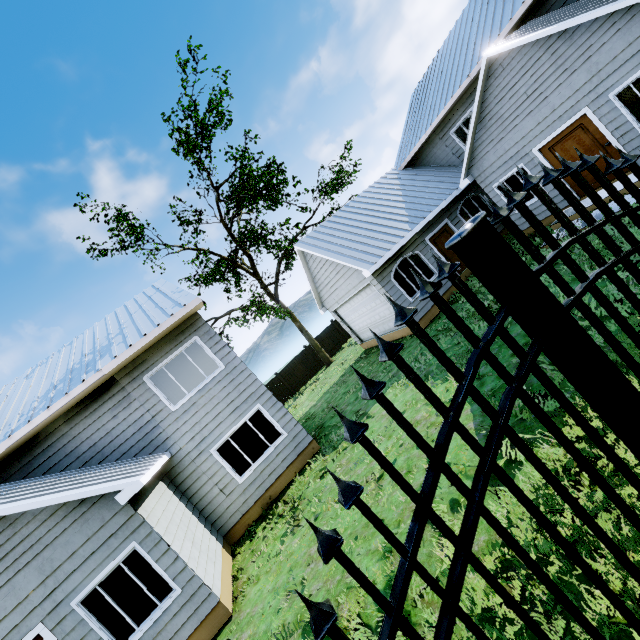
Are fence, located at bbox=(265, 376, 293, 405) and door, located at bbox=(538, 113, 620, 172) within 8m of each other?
no

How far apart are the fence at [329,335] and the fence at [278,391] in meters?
3.7 m

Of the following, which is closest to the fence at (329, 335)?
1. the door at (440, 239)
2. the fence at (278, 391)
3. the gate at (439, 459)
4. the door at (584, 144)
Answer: the fence at (278, 391)

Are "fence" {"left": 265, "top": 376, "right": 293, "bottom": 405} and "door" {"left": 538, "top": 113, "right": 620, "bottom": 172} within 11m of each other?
no

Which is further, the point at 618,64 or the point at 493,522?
the point at 618,64

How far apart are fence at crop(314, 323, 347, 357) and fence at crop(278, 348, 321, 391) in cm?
56

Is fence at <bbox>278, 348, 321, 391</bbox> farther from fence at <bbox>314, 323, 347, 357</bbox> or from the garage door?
the garage door

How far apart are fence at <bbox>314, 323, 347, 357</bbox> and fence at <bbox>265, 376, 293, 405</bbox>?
3.7m
